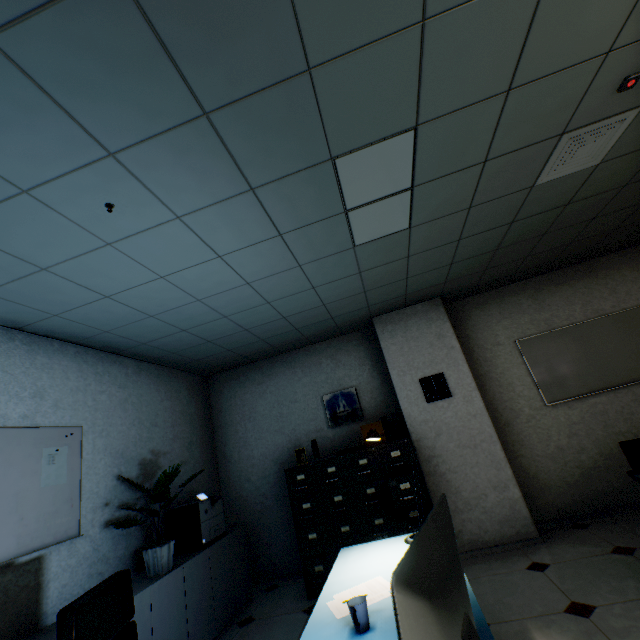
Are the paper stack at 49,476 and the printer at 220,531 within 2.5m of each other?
yes

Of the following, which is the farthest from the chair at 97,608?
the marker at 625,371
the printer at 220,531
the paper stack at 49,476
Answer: the marker at 625,371

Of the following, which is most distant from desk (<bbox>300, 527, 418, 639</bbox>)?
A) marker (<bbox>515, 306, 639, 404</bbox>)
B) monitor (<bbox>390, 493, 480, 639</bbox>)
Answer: marker (<bbox>515, 306, 639, 404</bbox>)

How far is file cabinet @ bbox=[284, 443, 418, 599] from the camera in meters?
3.5 m

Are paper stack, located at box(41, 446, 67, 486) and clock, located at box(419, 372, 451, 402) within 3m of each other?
no

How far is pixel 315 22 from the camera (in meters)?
1.24

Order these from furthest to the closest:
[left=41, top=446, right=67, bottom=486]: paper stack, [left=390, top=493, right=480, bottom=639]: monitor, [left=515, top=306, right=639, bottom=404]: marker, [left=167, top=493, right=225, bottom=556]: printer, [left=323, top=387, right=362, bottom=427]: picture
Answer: [left=323, top=387, right=362, bottom=427]: picture < [left=515, top=306, right=639, bottom=404]: marker < [left=167, top=493, right=225, bottom=556]: printer < [left=41, top=446, right=67, bottom=486]: paper stack < [left=390, top=493, right=480, bottom=639]: monitor

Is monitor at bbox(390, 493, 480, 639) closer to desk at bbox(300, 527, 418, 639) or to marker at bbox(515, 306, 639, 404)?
desk at bbox(300, 527, 418, 639)
